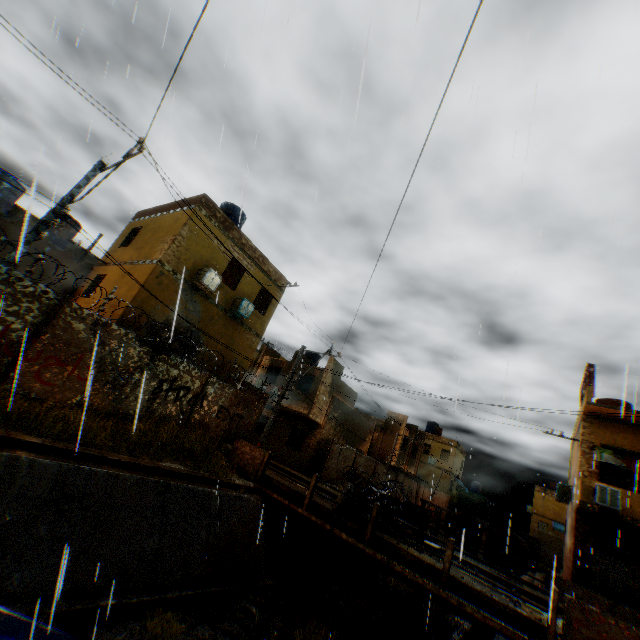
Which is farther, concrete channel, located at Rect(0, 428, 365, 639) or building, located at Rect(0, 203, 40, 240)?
concrete channel, located at Rect(0, 428, 365, 639)

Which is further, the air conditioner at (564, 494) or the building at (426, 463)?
the building at (426, 463)

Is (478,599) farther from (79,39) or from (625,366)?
(79,39)

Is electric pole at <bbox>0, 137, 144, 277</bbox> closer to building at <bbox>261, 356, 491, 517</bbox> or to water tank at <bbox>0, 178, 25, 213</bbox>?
building at <bbox>261, 356, 491, 517</bbox>

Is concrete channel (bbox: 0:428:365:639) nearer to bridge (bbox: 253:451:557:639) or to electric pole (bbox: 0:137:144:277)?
bridge (bbox: 253:451:557:639)

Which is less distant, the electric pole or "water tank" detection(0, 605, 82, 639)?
"water tank" detection(0, 605, 82, 639)

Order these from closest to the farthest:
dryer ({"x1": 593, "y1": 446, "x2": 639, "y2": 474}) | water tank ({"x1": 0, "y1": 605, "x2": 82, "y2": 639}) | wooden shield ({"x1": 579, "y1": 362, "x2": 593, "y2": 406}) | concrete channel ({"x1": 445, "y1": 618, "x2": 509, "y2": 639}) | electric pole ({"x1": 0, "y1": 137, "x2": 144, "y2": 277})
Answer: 1. water tank ({"x1": 0, "y1": 605, "x2": 82, "y2": 639})
2. electric pole ({"x1": 0, "y1": 137, "x2": 144, "y2": 277})
3. concrete channel ({"x1": 445, "y1": 618, "x2": 509, "y2": 639})
4. dryer ({"x1": 593, "y1": 446, "x2": 639, "y2": 474})
5. wooden shield ({"x1": 579, "y1": 362, "x2": 593, "y2": 406})

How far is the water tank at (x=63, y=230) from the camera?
17.3 meters
